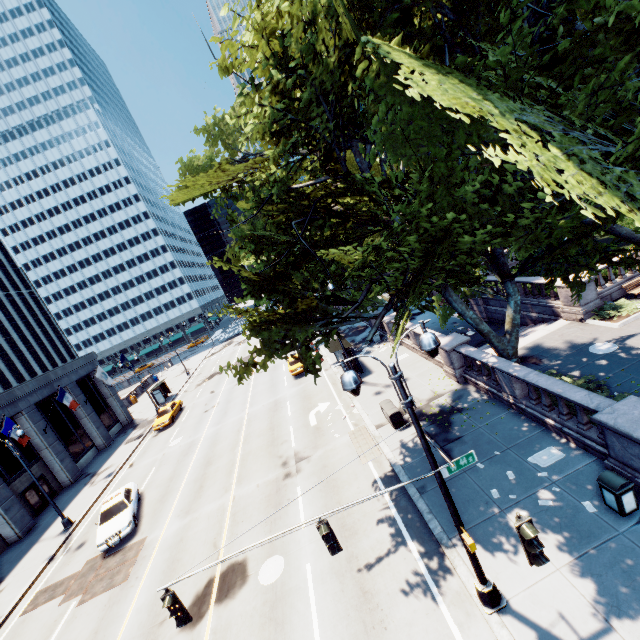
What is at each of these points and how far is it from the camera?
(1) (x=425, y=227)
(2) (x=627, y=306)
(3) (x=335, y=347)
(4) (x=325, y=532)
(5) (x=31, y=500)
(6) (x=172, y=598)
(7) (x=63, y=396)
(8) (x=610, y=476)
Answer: (1) tree, 8.0m
(2) bush, 17.1m
(3) bus stop, 24.5m
(4) traffic light, 6.9m
(5) door, 25.3m
(6) traffic light, 6.7m
(7) flag, 27.9m
(8) garbage can, 8.6m

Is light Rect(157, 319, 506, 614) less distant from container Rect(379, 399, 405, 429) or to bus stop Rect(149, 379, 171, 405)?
container Rect(379, 399, 405, 429)

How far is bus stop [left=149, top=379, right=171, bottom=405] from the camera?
41.2 meters

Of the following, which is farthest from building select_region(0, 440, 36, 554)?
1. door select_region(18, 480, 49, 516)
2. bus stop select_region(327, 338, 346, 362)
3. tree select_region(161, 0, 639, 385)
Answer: bus stop select_region(327, 338, 346, 362)

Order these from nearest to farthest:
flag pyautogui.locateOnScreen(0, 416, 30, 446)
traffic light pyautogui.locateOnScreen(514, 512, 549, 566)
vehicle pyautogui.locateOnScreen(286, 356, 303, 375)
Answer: traffic light pyautogui.locateOnScreen(514, 512, 549, 566) → flag pyautogui.locateOnScreen(0, 416, 30, 446) → vehicle pyautogui.locateOnScreen(286, 356, 303, 375)

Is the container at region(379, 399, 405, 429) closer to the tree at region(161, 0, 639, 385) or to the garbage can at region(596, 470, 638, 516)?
the tree at region(161, 0, 639, 385)

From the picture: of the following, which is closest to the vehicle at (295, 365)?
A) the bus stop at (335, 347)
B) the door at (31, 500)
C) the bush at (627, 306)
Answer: the bus stop at (335, 347)

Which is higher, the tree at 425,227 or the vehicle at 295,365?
the tree at 425,227
